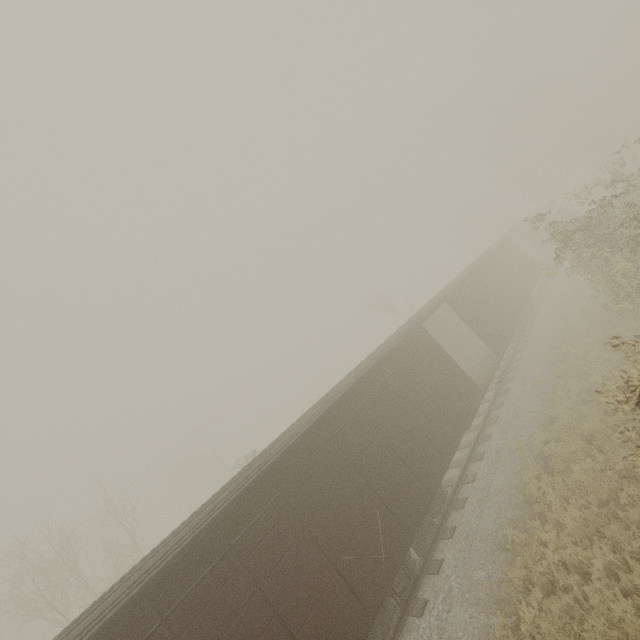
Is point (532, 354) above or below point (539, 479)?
above
